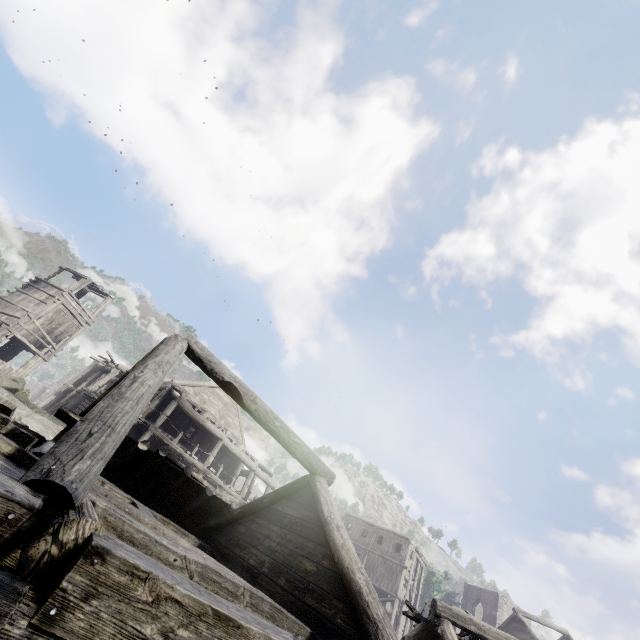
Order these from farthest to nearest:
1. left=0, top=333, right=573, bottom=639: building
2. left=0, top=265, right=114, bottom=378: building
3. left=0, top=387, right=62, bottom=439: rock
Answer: left=0, top=265, right=114, bottom=378: building, left=0, top=387, right=62, bottom=439: rock, left=0, top=333, right=573, bottom=639: building

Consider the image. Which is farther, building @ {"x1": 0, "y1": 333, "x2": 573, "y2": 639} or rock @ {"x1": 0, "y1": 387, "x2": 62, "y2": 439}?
rock @ {"x1": 0, "y1": 387, "x2": 62, "y2": 439}

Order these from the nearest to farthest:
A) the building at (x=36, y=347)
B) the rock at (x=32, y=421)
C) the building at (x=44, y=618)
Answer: the building at (x=44, y=618) → the rock at (x=32, y=421) → the building at (x=36, y=347)

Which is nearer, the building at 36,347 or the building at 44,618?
the building at 44,618

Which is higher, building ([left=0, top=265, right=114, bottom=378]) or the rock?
building ([left=0, top=265, right=114, bottom=378])

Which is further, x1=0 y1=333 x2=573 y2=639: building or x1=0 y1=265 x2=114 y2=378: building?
x1=0 y1=265 x2=114 y2=378: building

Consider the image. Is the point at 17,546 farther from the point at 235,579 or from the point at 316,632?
the point at 316,632
